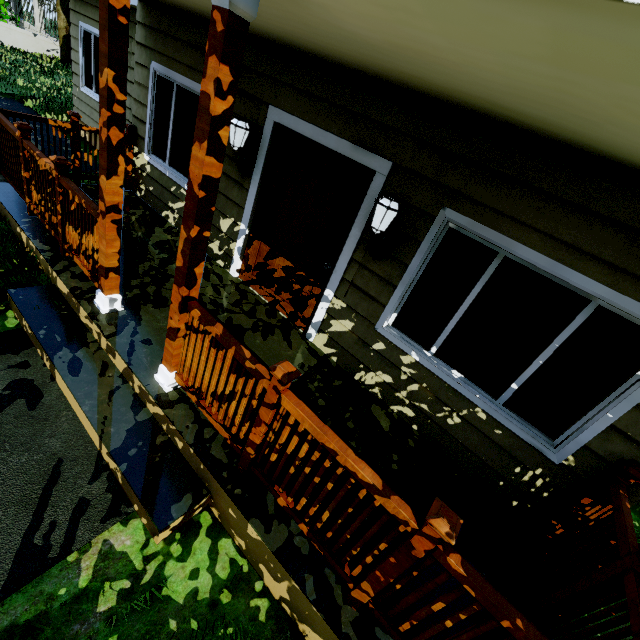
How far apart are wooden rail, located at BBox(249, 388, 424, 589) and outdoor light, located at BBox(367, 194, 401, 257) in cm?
176

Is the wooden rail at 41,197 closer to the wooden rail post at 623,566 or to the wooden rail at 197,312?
the wooden rail at 197,312

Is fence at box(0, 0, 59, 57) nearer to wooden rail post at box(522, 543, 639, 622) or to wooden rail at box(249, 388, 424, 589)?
wooden rail at box(249, 388, 424, 589)

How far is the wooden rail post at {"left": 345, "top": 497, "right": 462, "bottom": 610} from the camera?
1.5m

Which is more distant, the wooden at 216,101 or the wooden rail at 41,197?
the wooden rail at 41,197

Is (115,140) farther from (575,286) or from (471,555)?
(471,555)

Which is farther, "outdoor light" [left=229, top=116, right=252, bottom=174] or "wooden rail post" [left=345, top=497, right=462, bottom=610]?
"outdoor light" [left=229, top=116, right=252, bottom=174]

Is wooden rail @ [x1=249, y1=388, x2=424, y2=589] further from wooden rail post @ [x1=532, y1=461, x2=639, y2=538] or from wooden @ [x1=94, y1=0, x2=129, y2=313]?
wooden @ [x1=94, y1=0, x2=129, y2=313]
